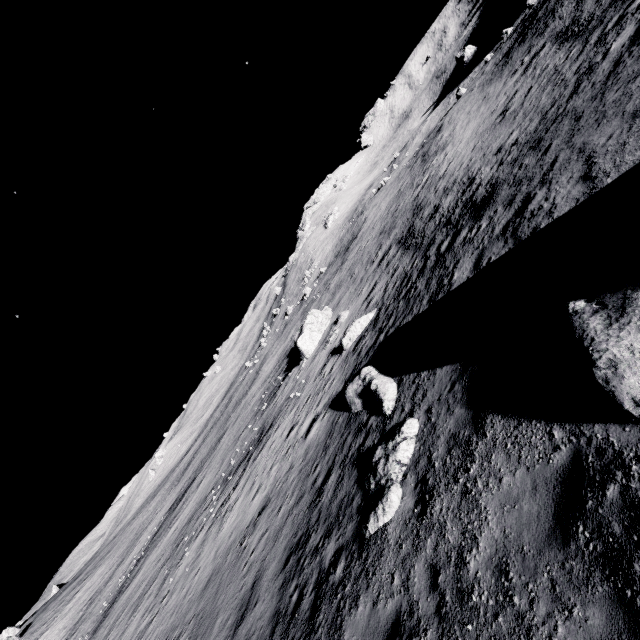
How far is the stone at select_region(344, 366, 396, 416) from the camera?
10.87m

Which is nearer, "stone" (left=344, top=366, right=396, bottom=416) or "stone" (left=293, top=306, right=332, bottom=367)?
"stone" (left=344, top=366, right=396, bottom=416)

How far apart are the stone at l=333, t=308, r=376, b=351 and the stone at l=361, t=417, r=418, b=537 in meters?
10.7

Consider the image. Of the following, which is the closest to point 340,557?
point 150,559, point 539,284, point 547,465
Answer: point 547,465

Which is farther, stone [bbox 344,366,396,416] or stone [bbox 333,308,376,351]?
stone [bbox 333,308,376,351]

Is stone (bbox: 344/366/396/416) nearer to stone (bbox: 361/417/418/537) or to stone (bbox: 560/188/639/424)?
stone (bbox: 361/417/418/537)

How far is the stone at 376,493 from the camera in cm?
757

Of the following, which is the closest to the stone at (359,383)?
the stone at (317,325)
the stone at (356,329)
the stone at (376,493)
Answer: the stone at (376,493)
